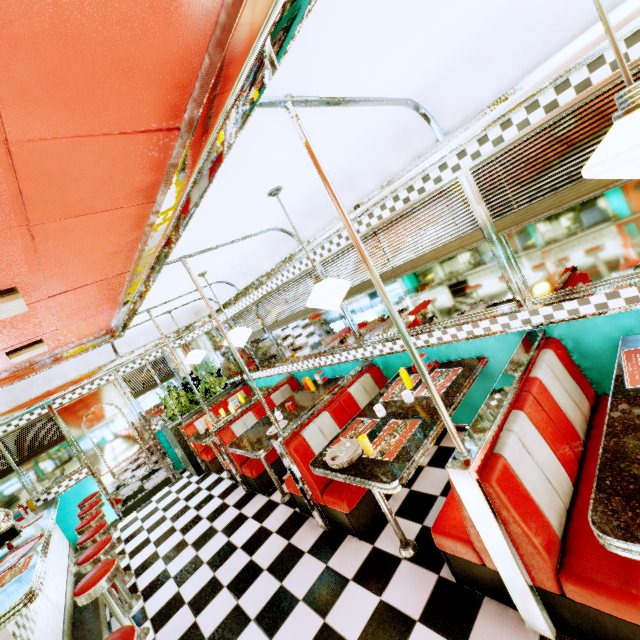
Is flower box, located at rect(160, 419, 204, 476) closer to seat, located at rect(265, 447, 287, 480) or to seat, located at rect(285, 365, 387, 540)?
seat, located at rect(265, 447, 287, 480)

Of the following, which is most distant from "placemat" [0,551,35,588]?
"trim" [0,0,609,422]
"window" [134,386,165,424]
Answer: "window" [134,386,165,424]

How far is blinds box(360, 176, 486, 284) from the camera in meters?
2.7

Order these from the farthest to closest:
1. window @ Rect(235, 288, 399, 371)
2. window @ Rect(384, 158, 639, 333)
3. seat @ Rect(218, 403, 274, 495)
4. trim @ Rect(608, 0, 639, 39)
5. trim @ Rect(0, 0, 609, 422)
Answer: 1. seat @ Rect(218, 403, 274, 495)
2. window @ Rect(235, 288, 399, 371)
3. window @ Rect(384, 158, 639, 333)
4. trim @ Rect(608, 0, 639, 39)
5. trim @ Rect(0, 0, 609, 422)

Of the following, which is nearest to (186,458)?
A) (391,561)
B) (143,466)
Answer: (143,466)

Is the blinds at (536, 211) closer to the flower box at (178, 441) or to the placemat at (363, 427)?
the placemat at (363, 427)

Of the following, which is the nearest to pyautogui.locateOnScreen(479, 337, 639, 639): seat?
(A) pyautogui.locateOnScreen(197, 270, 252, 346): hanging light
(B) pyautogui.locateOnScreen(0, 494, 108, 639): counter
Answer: (A) pyautogui.locateOnScreen(197, 270, 252, 346): hanging light

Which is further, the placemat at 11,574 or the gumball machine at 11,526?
the gumball machine at 11,526
